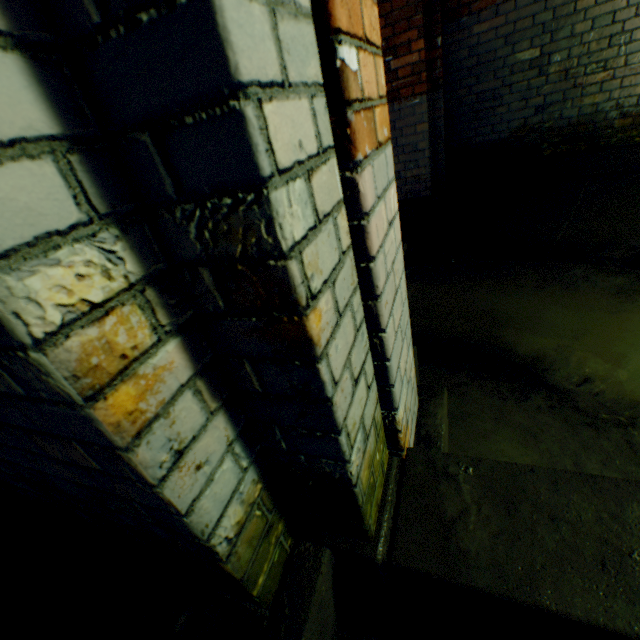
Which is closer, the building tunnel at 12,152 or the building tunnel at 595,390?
the building tunnel at 12,152

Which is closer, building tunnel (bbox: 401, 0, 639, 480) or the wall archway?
the wall archway

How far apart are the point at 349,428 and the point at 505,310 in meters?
2.6 m

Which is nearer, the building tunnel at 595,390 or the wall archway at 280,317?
the wall archway at 280,317

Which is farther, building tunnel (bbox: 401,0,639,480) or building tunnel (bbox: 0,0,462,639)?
building tunnel (bbox: 401,0,639,480)
